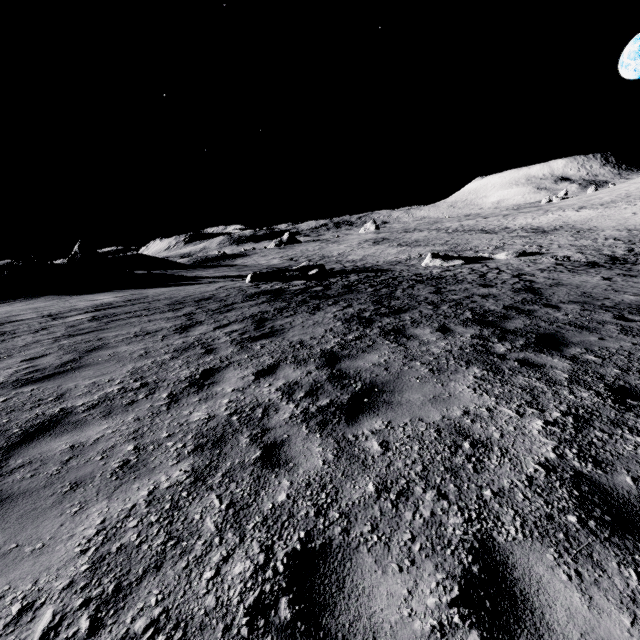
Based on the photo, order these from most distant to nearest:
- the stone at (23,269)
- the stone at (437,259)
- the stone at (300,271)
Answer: the stone at (437,259) < the stone at (23,269) < the stone at (300,271)

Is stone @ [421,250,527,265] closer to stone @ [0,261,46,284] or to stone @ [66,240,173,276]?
stone @ [66,240,173,276]

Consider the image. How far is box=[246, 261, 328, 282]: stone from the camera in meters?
21.8 m

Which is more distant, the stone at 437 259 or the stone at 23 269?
the stone at 437 259

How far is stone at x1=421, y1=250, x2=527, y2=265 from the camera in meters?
28.3

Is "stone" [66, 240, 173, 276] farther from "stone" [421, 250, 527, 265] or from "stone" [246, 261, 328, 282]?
"stone" [421, 250, 527, 265]

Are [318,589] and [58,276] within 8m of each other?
no

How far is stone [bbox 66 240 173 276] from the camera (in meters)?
30.52
